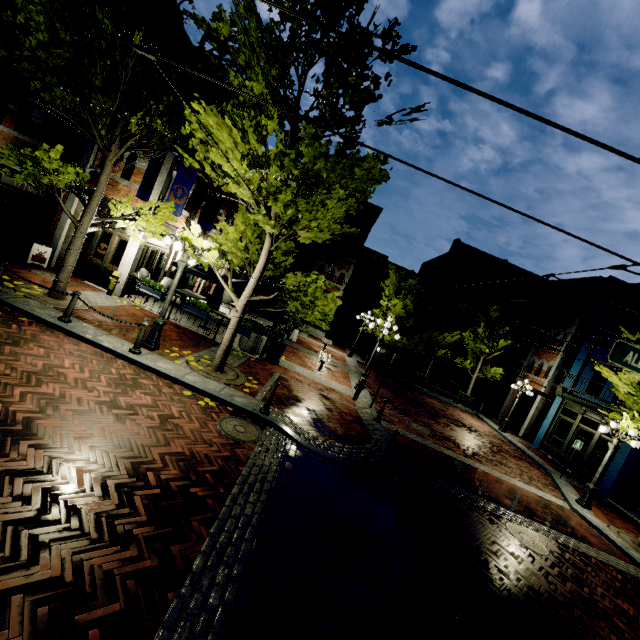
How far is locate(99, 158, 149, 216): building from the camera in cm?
1246

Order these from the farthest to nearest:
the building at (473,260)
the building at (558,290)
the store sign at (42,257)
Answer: the building at (473,260) → the building at (558,290) → the store sign at (42,257)

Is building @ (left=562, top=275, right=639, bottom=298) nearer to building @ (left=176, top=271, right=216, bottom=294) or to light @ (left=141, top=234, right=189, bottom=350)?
light @ (left=141, top=234, right=189, bottom=350)

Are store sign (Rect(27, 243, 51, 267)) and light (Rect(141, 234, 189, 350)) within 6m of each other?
no

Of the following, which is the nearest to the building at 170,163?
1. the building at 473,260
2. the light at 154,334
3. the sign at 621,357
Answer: the light at 154,334

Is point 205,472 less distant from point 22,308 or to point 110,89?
point 22,308

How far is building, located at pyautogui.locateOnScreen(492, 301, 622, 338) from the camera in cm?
1975

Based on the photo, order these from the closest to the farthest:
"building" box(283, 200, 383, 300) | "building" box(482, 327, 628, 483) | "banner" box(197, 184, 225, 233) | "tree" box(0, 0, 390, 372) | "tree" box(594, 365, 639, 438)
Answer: "tree" box(0, 0, 390, 372)
"tree" box(594, 365, 639, 438)
"banner" box(197, 184, 225, 233)
"building" box(482, 327, 628, 483)
"building" box(283, 200, 383, 300)
